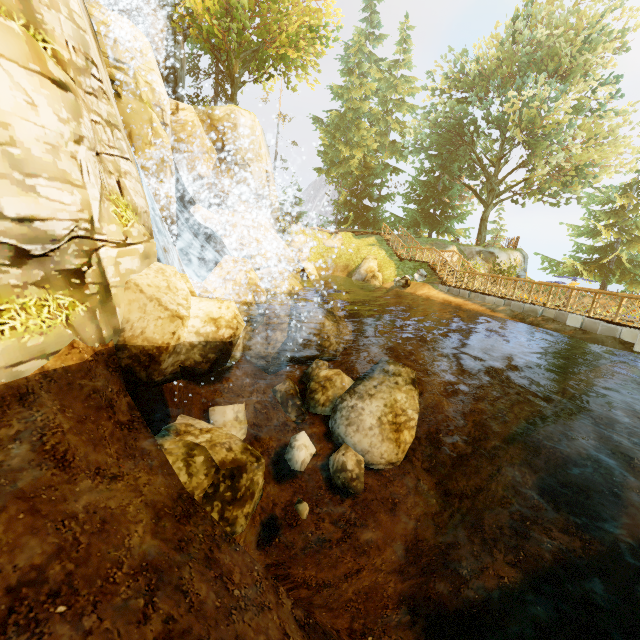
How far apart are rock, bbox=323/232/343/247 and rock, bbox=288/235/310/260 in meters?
1.2 m

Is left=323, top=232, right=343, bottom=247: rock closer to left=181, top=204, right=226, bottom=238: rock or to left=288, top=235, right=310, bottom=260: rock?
left=288, top=235, right=310, bottom=260: rock

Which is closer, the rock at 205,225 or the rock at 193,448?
the rock at 193,448

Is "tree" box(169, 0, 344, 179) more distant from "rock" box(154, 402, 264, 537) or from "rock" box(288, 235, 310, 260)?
"rock" box(154, 402, 264, 537)

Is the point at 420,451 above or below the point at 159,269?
below

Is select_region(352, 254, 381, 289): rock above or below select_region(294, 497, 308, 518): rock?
above

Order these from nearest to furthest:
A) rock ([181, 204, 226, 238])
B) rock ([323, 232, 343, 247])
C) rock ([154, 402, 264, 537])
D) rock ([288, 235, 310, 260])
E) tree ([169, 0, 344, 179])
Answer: rock ([154, 402, 264, 537])
rock ([181, 204, 226, 238])
tree ([169, 0, 344, 179])
rock ([288, 235, 310, 260])
rock ([323, 232, 343, 247])

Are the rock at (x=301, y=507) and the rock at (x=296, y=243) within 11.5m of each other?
no
